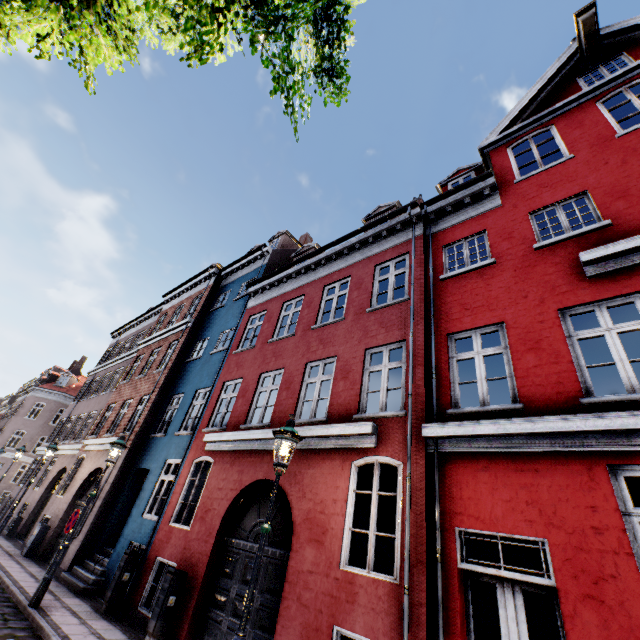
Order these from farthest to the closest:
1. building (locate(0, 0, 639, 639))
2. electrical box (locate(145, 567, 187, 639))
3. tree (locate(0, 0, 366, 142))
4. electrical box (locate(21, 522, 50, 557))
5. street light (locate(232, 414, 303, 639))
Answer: electrical box (locate(21, 522, 50, 557))
electrical box (locate(145, 567, 187, 639))
building (locate(0, 0, 639, 639))
street light (locate(232, 414, 303, 639))
tree (locate(0, 0, 366, 142))

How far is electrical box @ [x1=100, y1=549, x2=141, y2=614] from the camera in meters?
8.1

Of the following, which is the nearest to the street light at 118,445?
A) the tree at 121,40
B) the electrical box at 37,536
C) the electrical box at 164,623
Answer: the tree at 121,40

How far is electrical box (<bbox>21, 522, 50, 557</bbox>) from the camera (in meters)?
12.36

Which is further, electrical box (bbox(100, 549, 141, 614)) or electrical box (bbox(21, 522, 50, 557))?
electrical box (bbox(21, 522, 50, 557))

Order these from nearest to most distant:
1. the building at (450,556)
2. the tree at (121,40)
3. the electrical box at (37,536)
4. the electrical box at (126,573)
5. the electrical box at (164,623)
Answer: the tree at (121,40) < the building at (450,556) < the electrical box at (164,623) < the electrical box at (126,573) < the electrical box at (37,536)

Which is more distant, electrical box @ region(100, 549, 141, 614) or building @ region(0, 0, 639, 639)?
electrical box @ region(100, 549, 141, 614)

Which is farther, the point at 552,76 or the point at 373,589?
the point at 552,76
